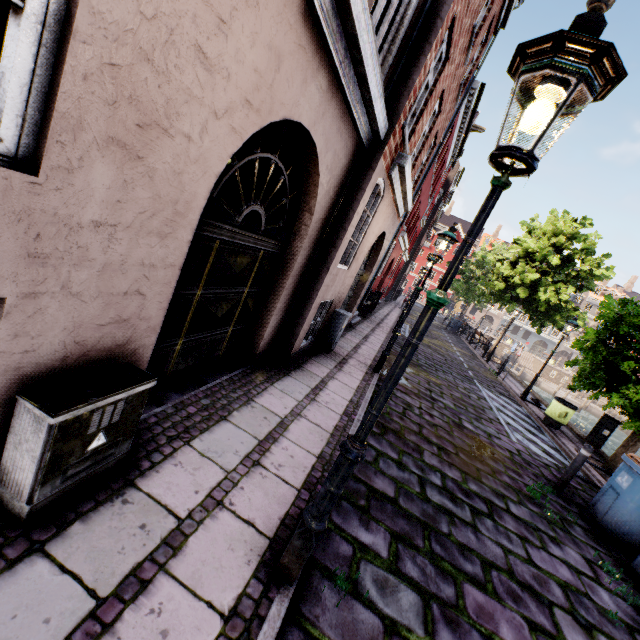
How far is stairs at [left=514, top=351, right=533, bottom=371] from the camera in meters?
45.4

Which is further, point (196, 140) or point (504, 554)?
point (504, 554)

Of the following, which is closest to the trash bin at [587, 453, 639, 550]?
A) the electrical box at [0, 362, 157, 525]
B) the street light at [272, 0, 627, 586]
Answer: the street light at [272, 0, 627, 586]

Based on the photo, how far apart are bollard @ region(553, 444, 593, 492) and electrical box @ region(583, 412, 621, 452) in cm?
549

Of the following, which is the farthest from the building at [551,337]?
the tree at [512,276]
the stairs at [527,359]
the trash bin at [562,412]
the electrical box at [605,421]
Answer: the stairs at [527,359]

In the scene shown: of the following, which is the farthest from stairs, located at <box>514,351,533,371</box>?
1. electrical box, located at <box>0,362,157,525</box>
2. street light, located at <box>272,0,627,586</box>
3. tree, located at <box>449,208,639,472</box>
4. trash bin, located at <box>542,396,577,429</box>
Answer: electrical box, located at <box>0,362,157,525</box>

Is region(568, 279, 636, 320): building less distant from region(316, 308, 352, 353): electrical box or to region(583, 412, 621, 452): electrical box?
region(316, 308, 352, 353): electrical box

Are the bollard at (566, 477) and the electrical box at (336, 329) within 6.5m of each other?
yes
